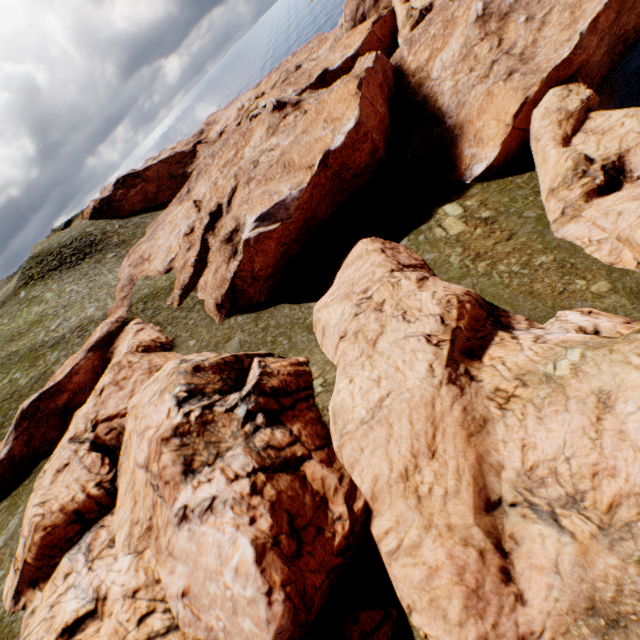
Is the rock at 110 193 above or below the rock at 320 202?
above

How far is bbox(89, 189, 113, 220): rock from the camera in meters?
59.1 m

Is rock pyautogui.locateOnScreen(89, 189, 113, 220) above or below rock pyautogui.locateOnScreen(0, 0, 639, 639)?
above

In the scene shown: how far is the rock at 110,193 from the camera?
59.12m

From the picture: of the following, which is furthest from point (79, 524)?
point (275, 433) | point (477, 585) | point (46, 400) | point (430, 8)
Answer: point (430, 8)

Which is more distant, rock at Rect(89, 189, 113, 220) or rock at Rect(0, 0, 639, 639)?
rock at Rect(89, 189, 113, 220)
